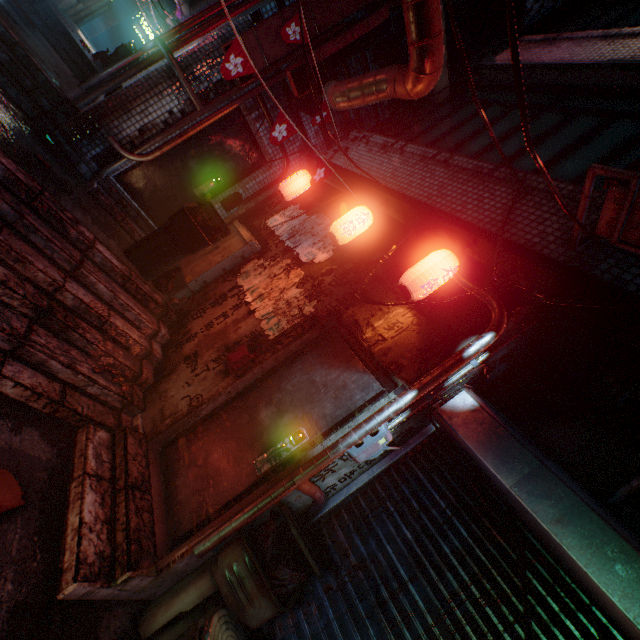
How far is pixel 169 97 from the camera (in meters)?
4.22

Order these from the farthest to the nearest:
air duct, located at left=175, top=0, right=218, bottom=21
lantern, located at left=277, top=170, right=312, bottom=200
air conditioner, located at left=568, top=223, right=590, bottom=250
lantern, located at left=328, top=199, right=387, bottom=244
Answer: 1. air duct, located at left=175, top=0, right=218, bottom=21
2. lantern, located at left=277, top=170, right=312, bottom=200
3. lantern, located at left=328, top=199, right=387, bottom=244
4. air conditioner, located at left=568, top=223, right=590, bottom=250

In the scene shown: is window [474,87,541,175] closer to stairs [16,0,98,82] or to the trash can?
the trash can

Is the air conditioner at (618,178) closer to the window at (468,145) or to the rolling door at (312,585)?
the window at (468,145)

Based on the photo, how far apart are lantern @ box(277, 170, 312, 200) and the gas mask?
3.01m

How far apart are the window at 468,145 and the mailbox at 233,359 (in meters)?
3.21

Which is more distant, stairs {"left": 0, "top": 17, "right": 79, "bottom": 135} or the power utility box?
stairs {"left": 0, "top": 17, "right": 79, "bottom": 135}

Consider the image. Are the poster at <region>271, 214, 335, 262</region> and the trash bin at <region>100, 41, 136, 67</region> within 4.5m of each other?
no
